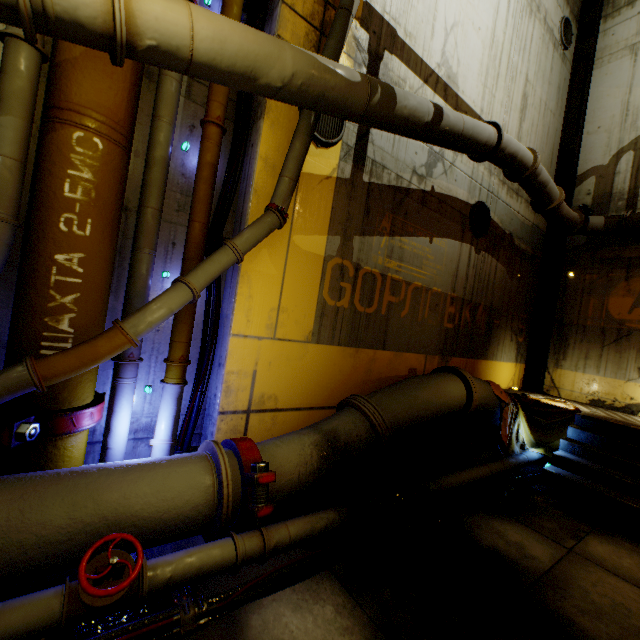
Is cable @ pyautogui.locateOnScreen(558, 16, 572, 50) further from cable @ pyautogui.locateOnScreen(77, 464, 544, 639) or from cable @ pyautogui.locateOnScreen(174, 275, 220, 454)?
cable @ pyautogui.locateOnScreen(77, 464, 544, 639)

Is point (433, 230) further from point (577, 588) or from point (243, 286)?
point (577, 588)

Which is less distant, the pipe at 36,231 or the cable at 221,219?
the pipe at 36,231

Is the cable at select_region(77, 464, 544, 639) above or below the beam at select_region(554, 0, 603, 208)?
below

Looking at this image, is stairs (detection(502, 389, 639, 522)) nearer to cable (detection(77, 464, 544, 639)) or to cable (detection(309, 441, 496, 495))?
cable (detection(77, 464, 544, 639))

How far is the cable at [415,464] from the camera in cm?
458

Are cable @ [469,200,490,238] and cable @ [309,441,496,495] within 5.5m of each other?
yes

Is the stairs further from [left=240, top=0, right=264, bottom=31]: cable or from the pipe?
[left=240, top=0, right=264, bottom=31]: cable
